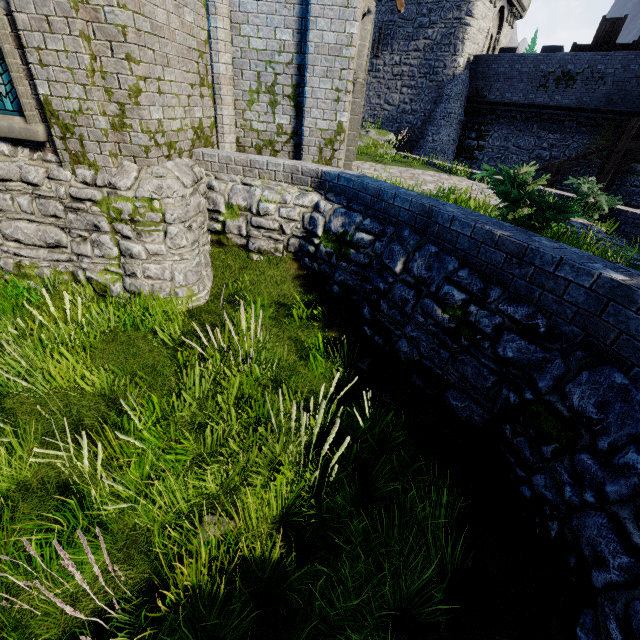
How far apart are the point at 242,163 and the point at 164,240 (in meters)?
2.29

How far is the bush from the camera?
4.4m

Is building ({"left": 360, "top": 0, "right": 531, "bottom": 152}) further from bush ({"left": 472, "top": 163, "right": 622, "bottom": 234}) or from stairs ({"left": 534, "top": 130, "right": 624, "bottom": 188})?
bush ({"left": 472, "top": 163, "right": 622, "bottom": 234})

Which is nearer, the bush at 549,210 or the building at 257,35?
the bush at 549,210

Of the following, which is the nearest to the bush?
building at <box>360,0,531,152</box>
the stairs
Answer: the stairs

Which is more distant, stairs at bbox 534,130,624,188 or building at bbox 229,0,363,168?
stairs at bbox 534,130,624,188

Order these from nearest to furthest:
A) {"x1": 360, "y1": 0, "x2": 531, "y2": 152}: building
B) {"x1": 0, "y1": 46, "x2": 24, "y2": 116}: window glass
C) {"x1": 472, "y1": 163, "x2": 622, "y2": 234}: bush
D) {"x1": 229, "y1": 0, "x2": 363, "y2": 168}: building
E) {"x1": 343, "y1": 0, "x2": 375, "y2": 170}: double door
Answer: {"x1": 472, "y1": 163, "x2": 622, "y2": 234}: bush, {"x1": 0, "y1": 46, "x2": 24, "y2": 116}: window glass, {"x1": 229, "y1": 0, "x2": 363, "y2": 168}: building, {"x1": 343, "y1": 0, "x2": 375, "y2": 170}: double door, {"x1": 360, "y1": 0, "x2": 531, "y2": 152}: building

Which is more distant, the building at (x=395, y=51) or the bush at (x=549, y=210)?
the building at (x=395, y=51)
